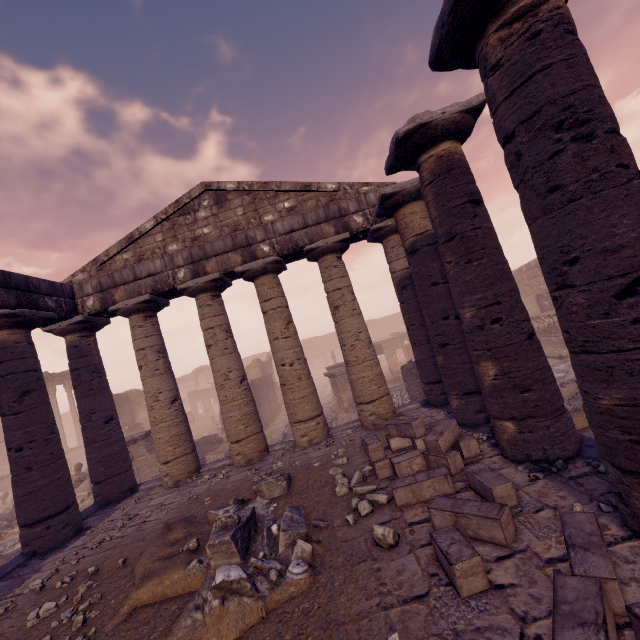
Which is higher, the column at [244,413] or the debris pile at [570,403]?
the column at [244,413]

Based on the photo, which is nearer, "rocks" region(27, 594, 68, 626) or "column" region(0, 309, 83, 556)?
"rocks" region(27, 594, 68, 626)

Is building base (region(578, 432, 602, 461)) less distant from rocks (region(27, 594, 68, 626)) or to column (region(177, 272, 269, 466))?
column (region(177, 272, 269, 466))

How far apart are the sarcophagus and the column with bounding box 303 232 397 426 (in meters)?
11.95

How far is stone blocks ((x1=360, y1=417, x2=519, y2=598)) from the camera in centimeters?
305cm

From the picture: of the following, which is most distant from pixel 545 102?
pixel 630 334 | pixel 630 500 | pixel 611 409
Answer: pixel 630 500

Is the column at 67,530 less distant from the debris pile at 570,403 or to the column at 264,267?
the column at 264,267

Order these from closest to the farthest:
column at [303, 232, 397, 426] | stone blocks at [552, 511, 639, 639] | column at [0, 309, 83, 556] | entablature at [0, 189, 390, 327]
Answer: stone blocks at [552, 511, 639, 639], column at [0, 309, 83, 556], entablature at [0, 189, 390, 327], column at [303, 232, 397, 426]
